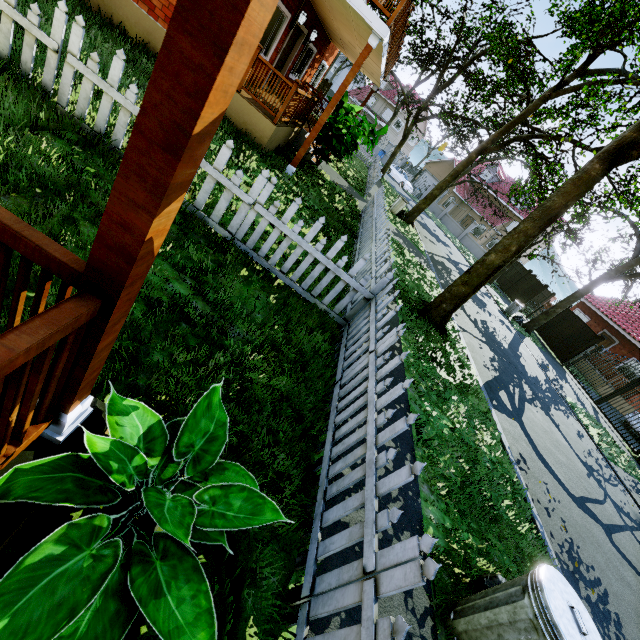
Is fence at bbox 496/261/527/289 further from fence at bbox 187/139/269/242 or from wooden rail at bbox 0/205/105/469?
wooden rail at bbox 0/205/105/469

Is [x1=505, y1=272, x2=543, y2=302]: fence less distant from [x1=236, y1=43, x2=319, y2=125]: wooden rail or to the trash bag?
[x1=236, y1=43, x2=319, y2=125]: wooden rail

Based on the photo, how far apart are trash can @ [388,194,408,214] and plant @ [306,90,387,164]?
6.51m

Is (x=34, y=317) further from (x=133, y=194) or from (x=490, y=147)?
(x=490, y=147)

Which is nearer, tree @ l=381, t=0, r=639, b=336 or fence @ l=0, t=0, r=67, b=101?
fence @ l=0, t=0, r=67, b=101

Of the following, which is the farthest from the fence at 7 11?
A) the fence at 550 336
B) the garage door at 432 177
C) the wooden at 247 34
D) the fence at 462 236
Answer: the fence at 550 336

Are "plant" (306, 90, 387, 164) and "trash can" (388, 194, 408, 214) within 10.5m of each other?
yes

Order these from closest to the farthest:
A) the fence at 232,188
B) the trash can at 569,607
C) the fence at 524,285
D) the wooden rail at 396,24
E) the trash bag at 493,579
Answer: the trash can at 569,607
the trash bag at 493,579
the fence at 232,188
the wooden rail at 396,24
the fence at 524,285
